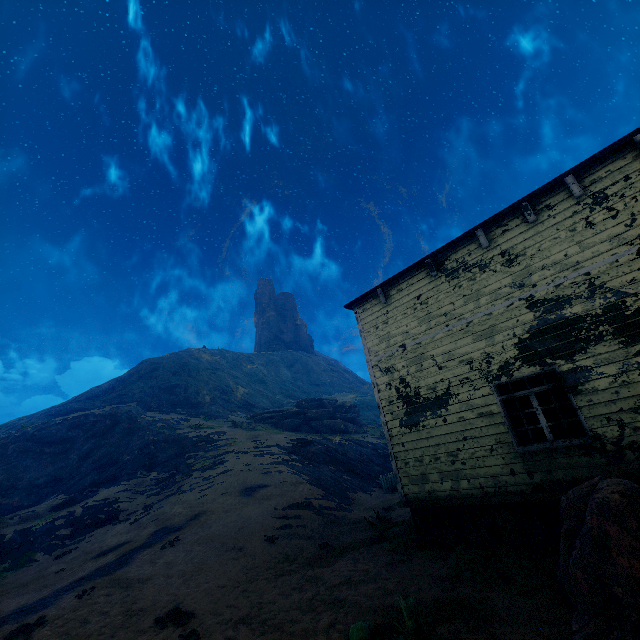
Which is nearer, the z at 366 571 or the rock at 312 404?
the z at 366 571

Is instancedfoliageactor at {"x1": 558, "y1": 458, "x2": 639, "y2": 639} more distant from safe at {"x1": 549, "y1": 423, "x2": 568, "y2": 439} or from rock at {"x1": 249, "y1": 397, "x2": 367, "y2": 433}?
→ rock at {"x1": 249, "y1": 397, "x2": 367, "y2": 433}

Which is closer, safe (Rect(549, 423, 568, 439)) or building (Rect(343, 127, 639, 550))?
building (Rect(343, 127, 639, 550))

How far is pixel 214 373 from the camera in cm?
4856

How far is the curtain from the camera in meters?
6.4 m

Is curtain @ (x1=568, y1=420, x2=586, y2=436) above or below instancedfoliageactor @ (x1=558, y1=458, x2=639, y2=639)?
above

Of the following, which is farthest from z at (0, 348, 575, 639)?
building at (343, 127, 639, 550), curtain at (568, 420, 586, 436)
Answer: curtain at (568, 420, 586, 436)

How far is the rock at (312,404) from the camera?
33.1 meters
